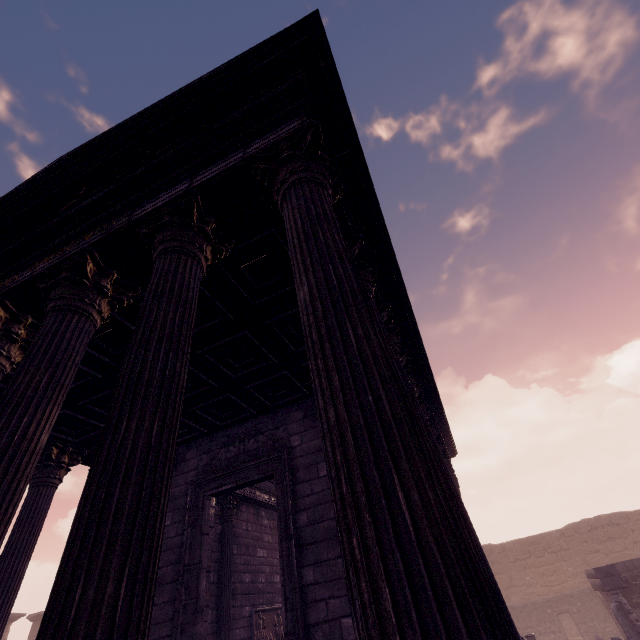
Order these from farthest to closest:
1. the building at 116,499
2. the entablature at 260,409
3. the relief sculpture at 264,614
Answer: the relief sculpture at 264,614
the entablature at 260,409
the building at 116,499

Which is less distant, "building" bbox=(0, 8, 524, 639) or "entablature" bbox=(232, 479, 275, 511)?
"building" bbox=(0, 8, 524, 639)

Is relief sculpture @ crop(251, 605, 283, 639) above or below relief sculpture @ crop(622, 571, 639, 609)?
above

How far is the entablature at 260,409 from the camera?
6.72m

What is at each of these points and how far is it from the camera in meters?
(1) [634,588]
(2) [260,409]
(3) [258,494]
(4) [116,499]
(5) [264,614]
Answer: (1) relief sculpture, 13.7
(2) entablature, 6.9
(3) entablature, 11.3
(4) building, 1.6
(5) relief sculpture, 9.9

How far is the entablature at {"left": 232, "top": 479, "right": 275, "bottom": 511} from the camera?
10.8 meters

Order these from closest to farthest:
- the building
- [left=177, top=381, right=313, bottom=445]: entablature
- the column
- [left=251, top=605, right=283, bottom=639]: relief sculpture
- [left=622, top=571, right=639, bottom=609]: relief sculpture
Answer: the building < [left=177, top=381, right=313, bottom=445]: entablature < the column < [left=251, top=605, right=283, bottom=639]: relief sculpture < [left=622, top=571, right=639, bottom=609]: relief sculpture

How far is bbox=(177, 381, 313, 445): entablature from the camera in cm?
672
